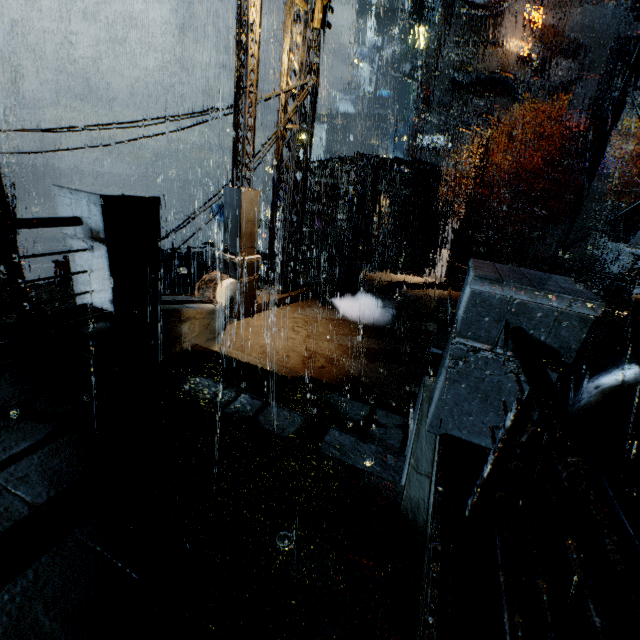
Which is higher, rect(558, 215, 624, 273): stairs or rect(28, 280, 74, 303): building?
rect(558, 215, 624, 273): stairs

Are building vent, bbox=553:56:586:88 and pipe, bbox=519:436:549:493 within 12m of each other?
no

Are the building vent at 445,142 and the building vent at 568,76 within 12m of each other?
yes

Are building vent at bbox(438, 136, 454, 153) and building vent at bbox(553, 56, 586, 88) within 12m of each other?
yes

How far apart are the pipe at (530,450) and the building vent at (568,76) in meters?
47.4 m

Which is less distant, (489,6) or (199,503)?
(199,503)

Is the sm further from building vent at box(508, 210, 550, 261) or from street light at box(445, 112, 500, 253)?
building vent at box(508, 210, 550, 261)

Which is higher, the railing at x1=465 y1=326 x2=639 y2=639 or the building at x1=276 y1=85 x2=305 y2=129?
the building at x1=276 y1=85 x2=305 y2=129
